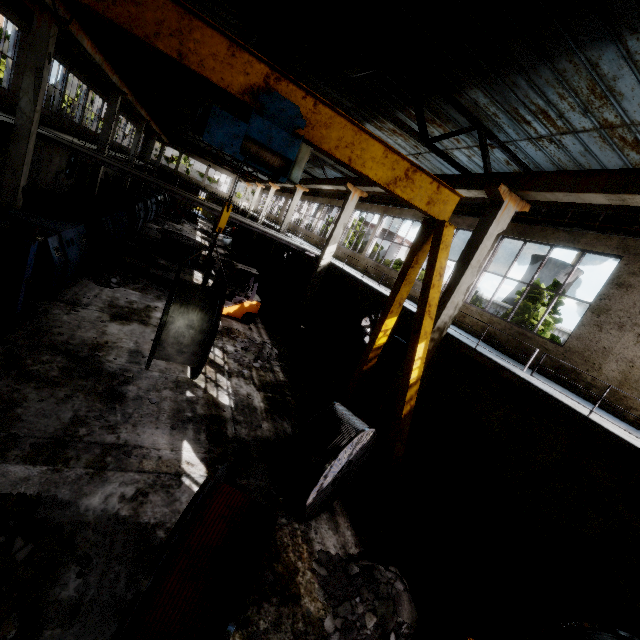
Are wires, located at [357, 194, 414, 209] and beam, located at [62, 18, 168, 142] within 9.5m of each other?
no

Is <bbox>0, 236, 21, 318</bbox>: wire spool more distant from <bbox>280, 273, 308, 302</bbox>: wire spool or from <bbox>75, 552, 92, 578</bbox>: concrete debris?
<bbox>280, 273, 308, 302</bbox>: wire spool

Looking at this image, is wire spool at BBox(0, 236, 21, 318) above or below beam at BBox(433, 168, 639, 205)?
below

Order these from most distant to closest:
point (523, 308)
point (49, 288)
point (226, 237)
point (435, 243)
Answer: point (226, 237) < point (523, 308) < point (49, 288) < point (435, 243)

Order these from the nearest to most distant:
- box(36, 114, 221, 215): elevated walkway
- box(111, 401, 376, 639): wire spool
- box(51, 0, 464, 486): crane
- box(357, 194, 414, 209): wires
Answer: box(111, 401, 376, 639): wire spool
box(51, 0, 464, 486): crane
box(36, 114, 221, 215): elevated walkway
box(357, 194, 414, 209): wires

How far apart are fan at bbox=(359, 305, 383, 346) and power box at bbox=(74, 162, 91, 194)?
25.6m

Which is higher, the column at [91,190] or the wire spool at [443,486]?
the column at [91,190]

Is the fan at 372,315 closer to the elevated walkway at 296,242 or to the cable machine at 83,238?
the elevated walkway at 296,242
